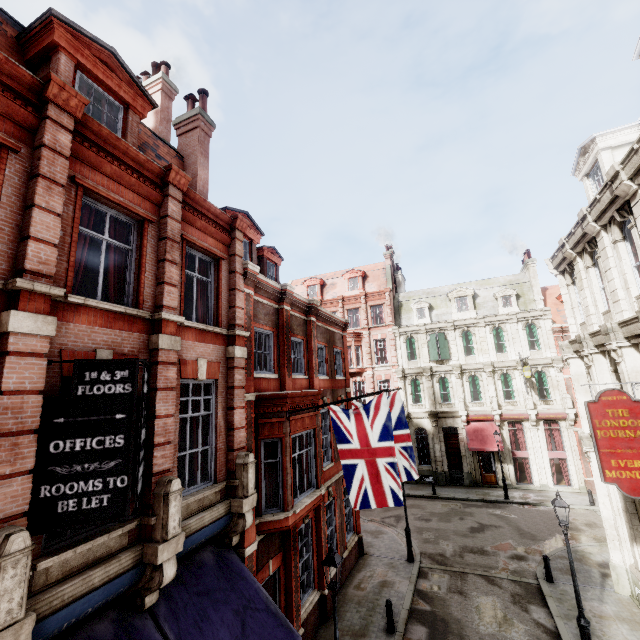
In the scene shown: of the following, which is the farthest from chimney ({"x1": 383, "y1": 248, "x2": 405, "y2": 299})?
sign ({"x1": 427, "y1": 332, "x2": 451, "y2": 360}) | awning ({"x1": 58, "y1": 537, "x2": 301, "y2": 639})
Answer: awning ({"x1": 58, "y1": 537, "x2": 301, "y2": 639})

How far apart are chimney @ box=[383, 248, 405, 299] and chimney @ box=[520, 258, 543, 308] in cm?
1174

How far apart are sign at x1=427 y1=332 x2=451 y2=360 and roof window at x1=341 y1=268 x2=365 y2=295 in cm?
809

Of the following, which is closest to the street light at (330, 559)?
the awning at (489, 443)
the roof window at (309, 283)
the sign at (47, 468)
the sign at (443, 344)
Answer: the sign at (47, 468)

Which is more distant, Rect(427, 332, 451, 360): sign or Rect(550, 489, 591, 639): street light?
Rect(427, 332, 451, 360): sign

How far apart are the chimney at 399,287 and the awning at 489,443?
14.6 meters

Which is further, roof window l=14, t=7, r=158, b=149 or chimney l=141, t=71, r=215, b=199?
chimney l=141, t=71, r=215, b=199

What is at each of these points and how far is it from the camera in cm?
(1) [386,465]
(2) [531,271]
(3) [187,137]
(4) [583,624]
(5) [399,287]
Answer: (1) flag, 915
(2) chimney, 2891
(3) chimney, 1158
(4) street light, 934
(5) chimney, 3588
